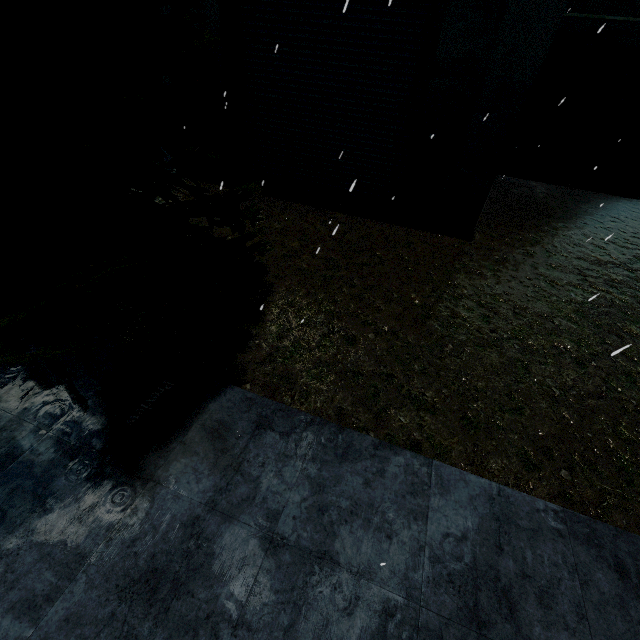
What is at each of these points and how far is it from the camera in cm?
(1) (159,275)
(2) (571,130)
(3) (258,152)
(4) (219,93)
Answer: (1) tree, 404
(2) building, 1255
(3) roll-up door, 936
(4) building, 846

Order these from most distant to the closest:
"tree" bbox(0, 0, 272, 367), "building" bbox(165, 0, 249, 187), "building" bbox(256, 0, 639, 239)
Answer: "building" bbox(165, 0, 249, 187) → "building" bbox(256, 0, 639, 239) → "tree" bbox(0, 0, 272, 367)

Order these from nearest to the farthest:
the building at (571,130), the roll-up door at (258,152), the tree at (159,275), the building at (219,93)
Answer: the tree at (159,275), the building at (571,130), the roll-up door at (258,152), the building at (219,93)

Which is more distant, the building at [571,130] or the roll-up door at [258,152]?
the roll-up door at [258,152]

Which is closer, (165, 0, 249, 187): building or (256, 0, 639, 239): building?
(256, 0, 639, 239): building

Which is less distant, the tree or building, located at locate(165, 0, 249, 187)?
the tree

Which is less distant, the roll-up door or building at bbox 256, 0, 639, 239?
building at bbox 256, 0, 639, 239
